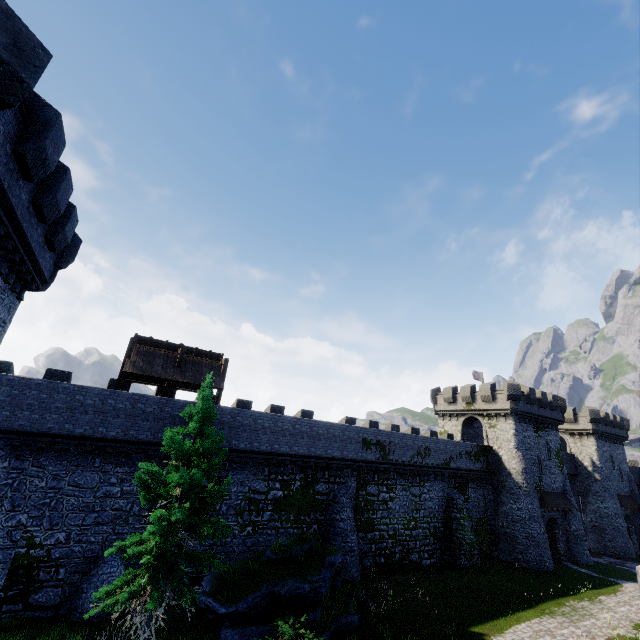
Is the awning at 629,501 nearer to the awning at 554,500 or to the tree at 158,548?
the awning at 554,500

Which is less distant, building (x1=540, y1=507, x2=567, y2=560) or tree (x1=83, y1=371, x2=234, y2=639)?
Answer: tree (x1=83, y1=371, x2=234, y2=639)

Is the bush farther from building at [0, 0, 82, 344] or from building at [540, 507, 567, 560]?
building at [540, 507, 567, 560]

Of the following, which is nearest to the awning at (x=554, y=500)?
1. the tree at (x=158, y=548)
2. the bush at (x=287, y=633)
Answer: the bush at (x=287, y=633)

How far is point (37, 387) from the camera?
16.5m

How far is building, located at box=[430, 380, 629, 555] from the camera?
34.38m

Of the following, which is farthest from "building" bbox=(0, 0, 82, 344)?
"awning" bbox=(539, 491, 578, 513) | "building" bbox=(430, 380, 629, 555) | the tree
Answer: "awning" bbox=(539, 491, 578, 513)
